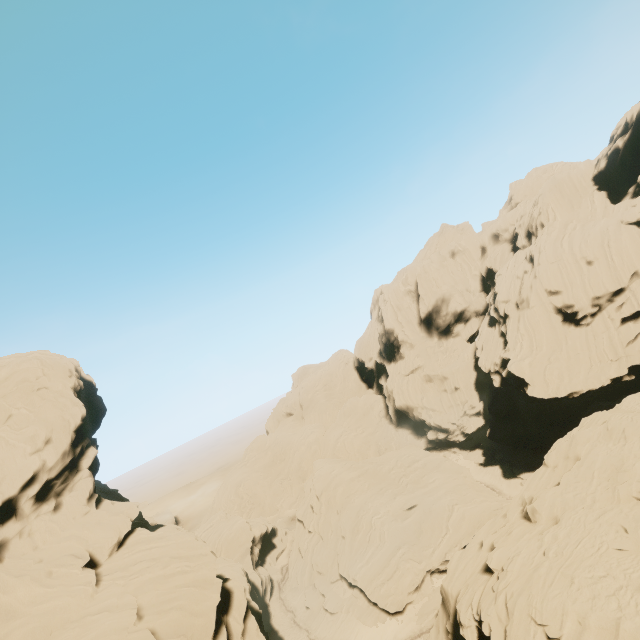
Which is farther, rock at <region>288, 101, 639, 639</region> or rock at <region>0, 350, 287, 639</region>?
rock at <region>0, 350, 287, 639</region>

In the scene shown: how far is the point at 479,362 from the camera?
59.7m

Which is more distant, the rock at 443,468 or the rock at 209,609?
the rock at 209,609
